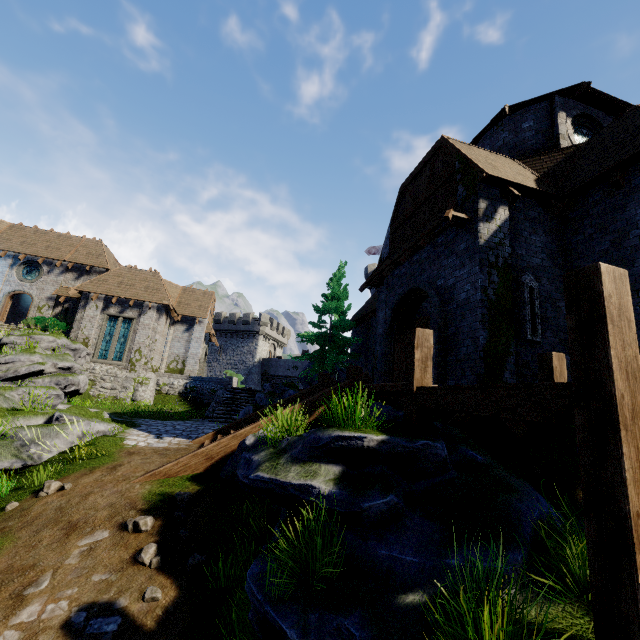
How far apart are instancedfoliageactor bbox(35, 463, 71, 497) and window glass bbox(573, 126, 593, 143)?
18.8m

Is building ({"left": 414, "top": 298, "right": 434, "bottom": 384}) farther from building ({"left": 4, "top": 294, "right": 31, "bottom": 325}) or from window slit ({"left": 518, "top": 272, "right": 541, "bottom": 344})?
building ({"left": 4, "top": 294, "right": 31, "bottom": 325})

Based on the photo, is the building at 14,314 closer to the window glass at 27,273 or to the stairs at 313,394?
the window glass at 27,273

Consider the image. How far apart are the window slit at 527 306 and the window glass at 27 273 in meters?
34.4

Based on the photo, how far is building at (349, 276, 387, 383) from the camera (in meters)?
13.23

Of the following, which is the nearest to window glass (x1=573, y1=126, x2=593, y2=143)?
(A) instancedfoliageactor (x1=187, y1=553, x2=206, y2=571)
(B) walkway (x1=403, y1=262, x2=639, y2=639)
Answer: (B) walkway (x1=403, y1=262, x2=639, y2=639)

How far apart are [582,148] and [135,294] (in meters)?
28.02

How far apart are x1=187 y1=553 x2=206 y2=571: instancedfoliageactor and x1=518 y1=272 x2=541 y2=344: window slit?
8.4m
